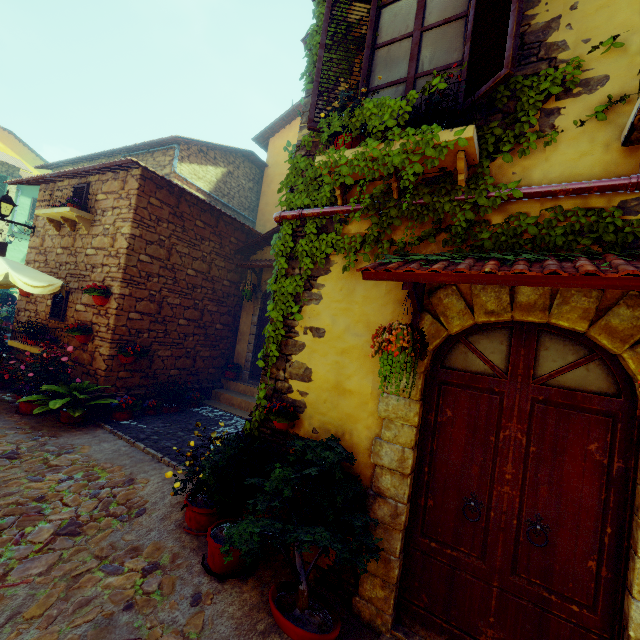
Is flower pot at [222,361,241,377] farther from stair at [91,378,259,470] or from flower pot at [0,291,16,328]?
flower pot at [0,291,16,328]

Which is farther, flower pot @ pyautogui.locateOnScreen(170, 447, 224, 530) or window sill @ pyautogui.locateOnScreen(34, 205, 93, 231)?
window sill @ pyautogui.locateOnScreen(34, 205, 93, 231)

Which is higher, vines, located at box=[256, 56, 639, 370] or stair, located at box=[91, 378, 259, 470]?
vines, located at box=[256, 56, 639, 370]

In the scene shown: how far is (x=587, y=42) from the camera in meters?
2.6 m

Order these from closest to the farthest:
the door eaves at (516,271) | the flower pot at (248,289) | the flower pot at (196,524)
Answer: the door eaves at (516,271)
the flower pot at (196,524)
the flower pot at (248,289)

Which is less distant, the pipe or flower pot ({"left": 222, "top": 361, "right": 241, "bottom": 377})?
the pipe

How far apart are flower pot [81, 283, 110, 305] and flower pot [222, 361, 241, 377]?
3.4m

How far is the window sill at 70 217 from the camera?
6.9 meters
